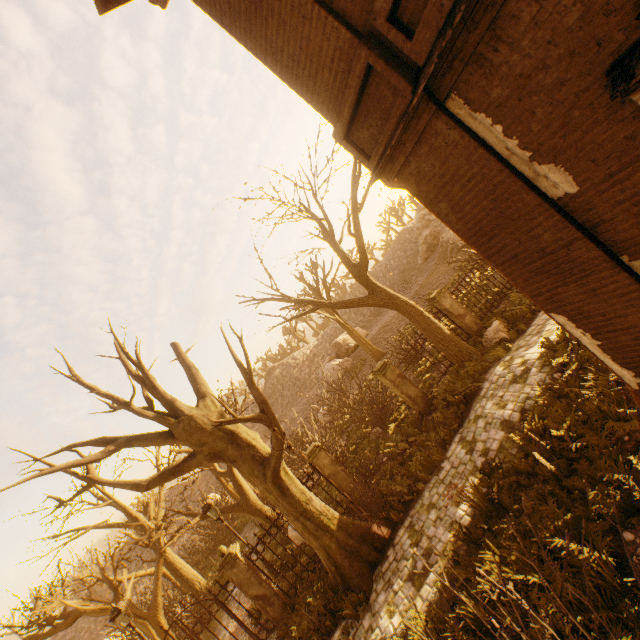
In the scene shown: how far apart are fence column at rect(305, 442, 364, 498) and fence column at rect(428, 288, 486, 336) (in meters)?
7.35

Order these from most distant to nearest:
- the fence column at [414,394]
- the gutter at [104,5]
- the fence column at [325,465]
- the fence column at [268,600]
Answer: the fence column at [414,394] → the fence column at [325,465] → the fence column at [268,600] → the gutter at [104,5]

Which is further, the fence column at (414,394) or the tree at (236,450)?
the fence column at (414,394)

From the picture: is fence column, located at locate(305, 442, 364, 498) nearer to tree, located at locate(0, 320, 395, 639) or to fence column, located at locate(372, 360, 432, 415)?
Answer: fence column, located at locate(372, 360, 432, 415)

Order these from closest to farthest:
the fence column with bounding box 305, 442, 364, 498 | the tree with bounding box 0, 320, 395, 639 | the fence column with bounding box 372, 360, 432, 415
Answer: the tree with bounding box 0, 320, 395, 639 < the fence column with bounding box 305, 442, 364, 498 < the fence column with bounding box 372, 360, 432, 415

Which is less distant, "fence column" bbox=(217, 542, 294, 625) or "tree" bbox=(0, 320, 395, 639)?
"tree" bbox=(0, 320, 395, 639)

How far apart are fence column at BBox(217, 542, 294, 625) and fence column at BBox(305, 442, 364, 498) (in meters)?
3.31

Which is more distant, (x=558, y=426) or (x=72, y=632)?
(x=72, y=632)
